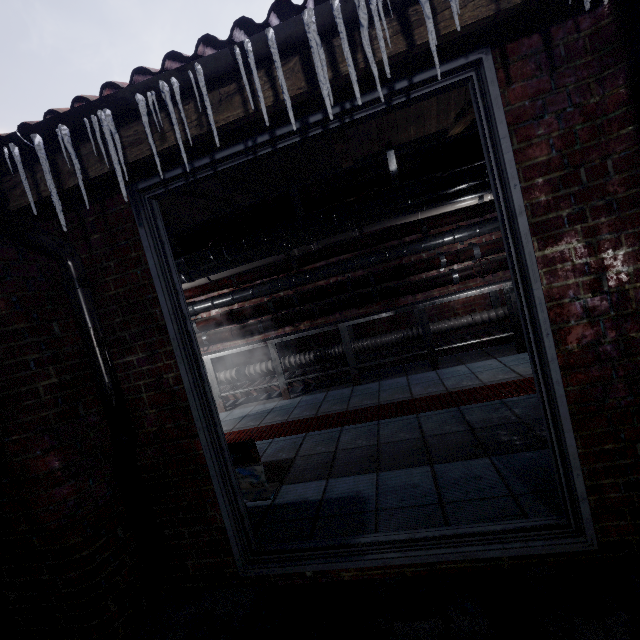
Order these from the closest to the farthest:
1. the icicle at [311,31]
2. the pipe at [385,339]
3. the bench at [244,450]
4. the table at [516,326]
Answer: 1. the icicle at [311,31]
2. the bench at [244,450]
3. the table at [516,326]
4. the pipe at [385,339]

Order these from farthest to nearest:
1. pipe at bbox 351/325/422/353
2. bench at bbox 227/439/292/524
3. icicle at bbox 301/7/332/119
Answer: pipe at bbox 351/325/422/353 < bench at bbox 227/439/292/524 < icicle at bbox 301/7/332/119

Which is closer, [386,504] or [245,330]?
[386,504]

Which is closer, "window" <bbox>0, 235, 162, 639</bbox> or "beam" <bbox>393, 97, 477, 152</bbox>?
"window" <bbox>0, 235, 162, 639</bbox>

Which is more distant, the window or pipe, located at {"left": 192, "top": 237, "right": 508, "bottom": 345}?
pipe, located at {"left": 192, "top": 237, "right": 508, "bottom": 345}

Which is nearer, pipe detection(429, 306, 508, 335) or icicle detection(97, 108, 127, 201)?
icicle detection(97, 108, 127, 201)

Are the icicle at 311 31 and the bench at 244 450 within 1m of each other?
no

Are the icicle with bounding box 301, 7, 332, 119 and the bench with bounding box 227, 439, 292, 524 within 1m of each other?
no
